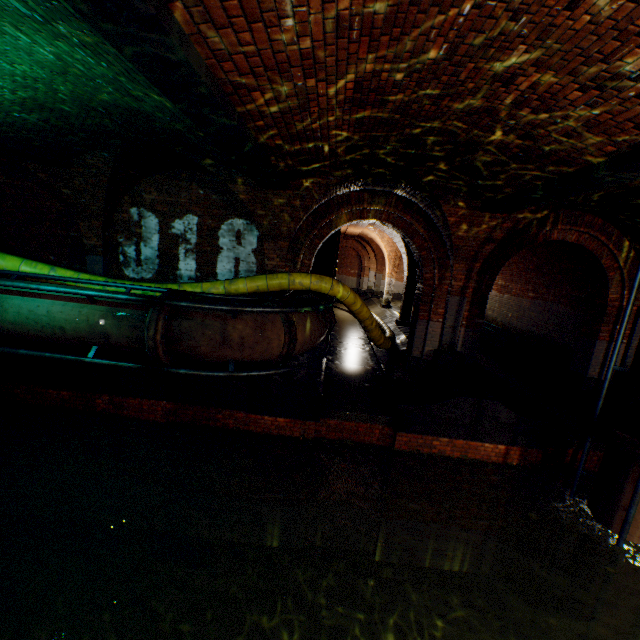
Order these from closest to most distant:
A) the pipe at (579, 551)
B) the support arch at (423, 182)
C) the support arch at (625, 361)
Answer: the pipe at (579, 551)
the support arch at (423, 182)
the support arch at (625, 361)

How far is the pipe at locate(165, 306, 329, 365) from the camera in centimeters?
497cm

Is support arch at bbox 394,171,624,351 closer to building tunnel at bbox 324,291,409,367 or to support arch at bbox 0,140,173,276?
building tunnel at bbox 324,291,409,367

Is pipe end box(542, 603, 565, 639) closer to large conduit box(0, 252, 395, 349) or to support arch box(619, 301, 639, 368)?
support arch box(619, 301, 639, 368)

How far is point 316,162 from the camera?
5.97m

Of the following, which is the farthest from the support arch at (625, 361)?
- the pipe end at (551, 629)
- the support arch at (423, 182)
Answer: the pipe end at (551, 629)

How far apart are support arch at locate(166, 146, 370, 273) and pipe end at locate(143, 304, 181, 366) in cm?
297
